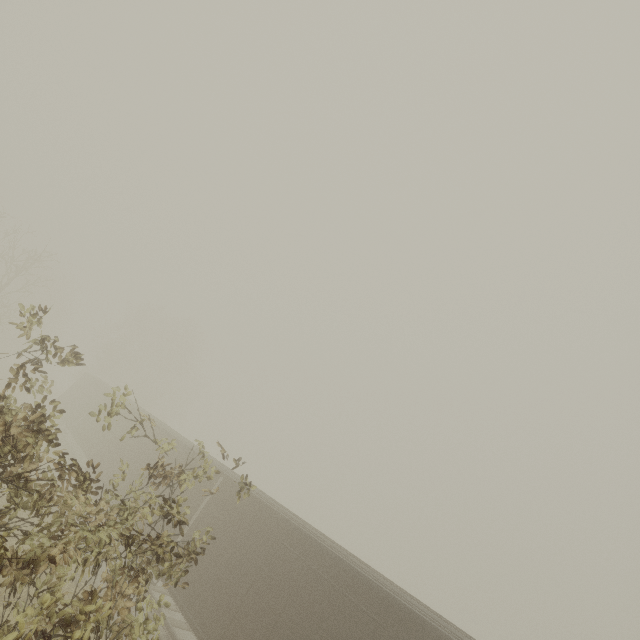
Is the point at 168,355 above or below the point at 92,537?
above

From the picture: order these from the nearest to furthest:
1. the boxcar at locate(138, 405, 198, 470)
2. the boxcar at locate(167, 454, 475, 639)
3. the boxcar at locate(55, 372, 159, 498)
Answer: the boxcar at locate(167, 454, 475, 639) < the boxcar at locate(138, 405, 198, 470) < the boxcar at locate(55, 372, 159, 498)

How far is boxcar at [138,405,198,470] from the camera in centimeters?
1500cm

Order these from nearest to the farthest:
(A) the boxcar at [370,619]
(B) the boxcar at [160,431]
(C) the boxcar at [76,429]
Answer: (A) the boxcar at [370,619] → (B) the boxcar at [160,431] → (C) the boxcar at [76,429]

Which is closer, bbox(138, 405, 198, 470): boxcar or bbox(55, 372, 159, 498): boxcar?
bbox(138, 405, 198, 470): boxcar

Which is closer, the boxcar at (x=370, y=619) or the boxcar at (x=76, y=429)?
the boxcar at (x=370, y=619)
